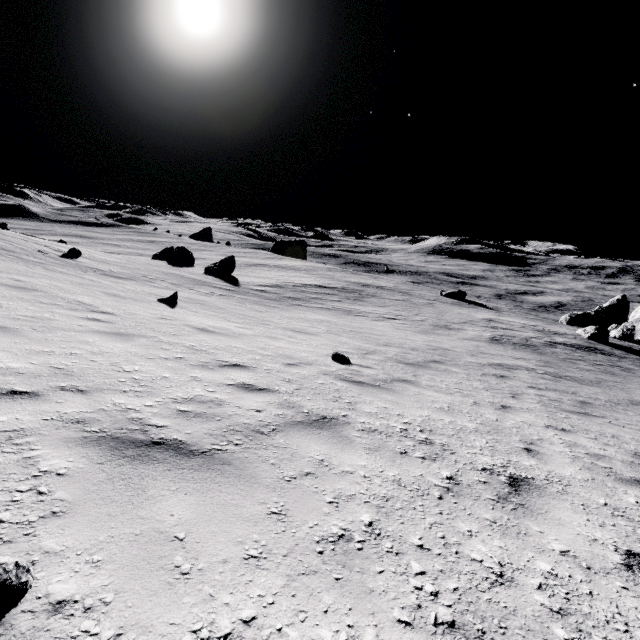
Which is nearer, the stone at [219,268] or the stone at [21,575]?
the stone at [21,575]

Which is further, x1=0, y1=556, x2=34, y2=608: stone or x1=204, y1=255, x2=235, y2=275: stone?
x1=204, y1=255, x2=235, y2=275: stone

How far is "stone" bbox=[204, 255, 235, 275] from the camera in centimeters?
2959cm

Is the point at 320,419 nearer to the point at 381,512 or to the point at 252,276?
the point at 381,512

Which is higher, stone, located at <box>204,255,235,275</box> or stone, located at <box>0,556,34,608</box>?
stone, located at <box>0,556,34,608</box>

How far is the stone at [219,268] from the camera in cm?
2959
